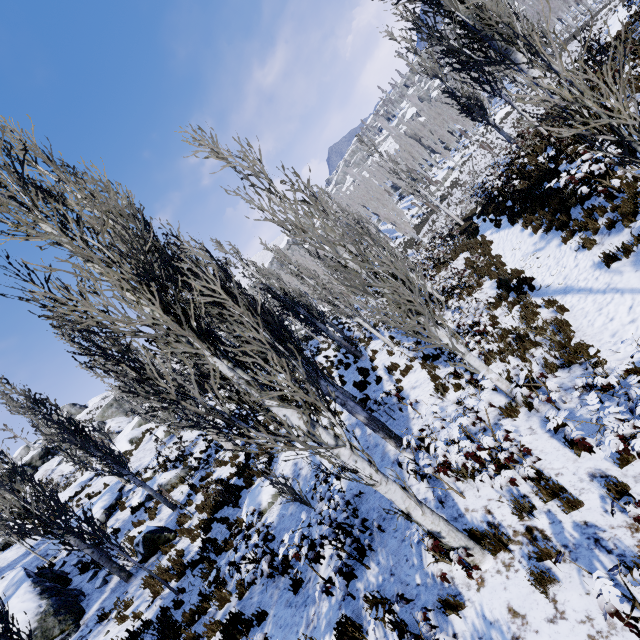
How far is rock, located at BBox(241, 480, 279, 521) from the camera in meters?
10.2 m

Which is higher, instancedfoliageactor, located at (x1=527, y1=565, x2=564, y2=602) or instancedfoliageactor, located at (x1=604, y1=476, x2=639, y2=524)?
instancedfoliageactor, located at (x1=527, y1=565, x2=564, y2=602)

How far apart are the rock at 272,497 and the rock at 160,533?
3.4m

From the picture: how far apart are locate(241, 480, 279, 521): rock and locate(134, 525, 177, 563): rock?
3.40m

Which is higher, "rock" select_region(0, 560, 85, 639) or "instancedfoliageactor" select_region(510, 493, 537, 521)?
"rock" select_region(0, 560, 85, 639)

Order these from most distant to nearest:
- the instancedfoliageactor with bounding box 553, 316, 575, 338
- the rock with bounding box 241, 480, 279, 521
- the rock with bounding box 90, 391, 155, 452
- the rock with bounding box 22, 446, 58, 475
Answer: the rock with bounding box 22, 446, 58, 475
the rock with bounding box 90, 391, 155, 452
the rock with bounding box 241, 480, 279, 521
the instancedfoliageactor with bounding box 553, 316, 575, 338

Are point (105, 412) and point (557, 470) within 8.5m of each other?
no

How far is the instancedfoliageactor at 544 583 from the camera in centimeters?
368cm
